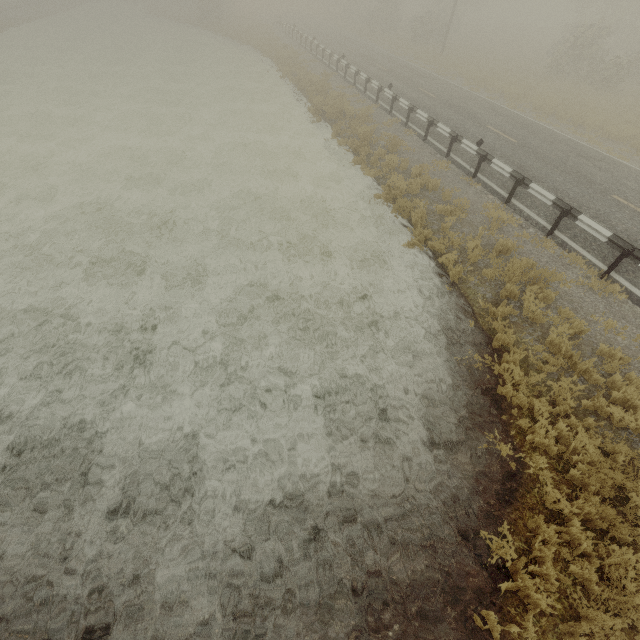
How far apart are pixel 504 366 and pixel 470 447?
2.0 meters
